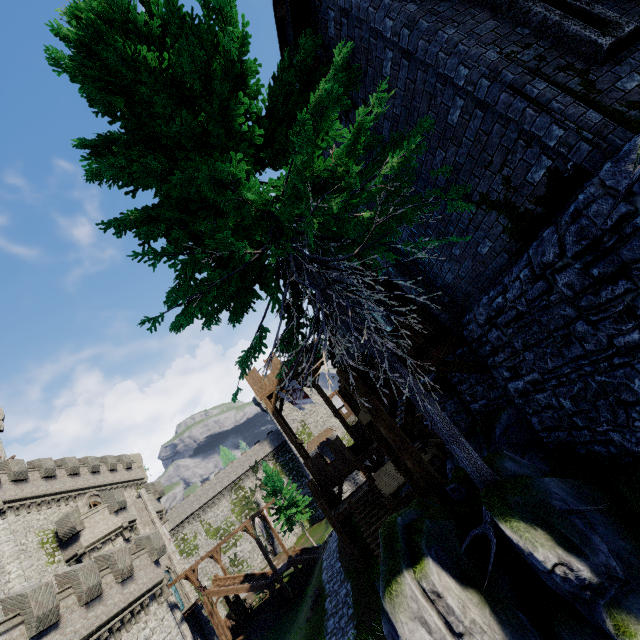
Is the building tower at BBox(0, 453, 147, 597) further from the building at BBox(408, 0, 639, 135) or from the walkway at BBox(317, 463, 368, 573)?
the building at BBox(408, 0, 639, 135)

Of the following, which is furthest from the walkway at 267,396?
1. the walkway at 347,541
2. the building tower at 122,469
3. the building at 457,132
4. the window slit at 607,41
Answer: the window slit at 607,41

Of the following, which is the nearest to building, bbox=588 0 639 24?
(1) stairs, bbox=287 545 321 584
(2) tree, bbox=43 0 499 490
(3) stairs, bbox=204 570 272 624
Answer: (2) tree, bbox=43 0 499 490

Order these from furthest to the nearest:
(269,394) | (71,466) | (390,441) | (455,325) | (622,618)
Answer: (71,466)
(269,394)
(455,325)
(390,441)
(622,618)

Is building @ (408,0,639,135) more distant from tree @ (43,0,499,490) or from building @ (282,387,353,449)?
building @ (282,387,353,449)

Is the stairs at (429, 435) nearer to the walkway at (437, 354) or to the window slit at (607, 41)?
the walkway at (437, 354)

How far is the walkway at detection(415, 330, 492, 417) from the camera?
7.6m

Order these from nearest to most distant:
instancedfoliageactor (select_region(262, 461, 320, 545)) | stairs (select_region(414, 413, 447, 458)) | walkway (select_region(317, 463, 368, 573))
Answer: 1. stairs (select_region(414, 413, 447, 458))
2. walkway (select_region(317, 463, 368, 573))
3. instancedfoliageactor (select_region(262, 461, 320, 545))
